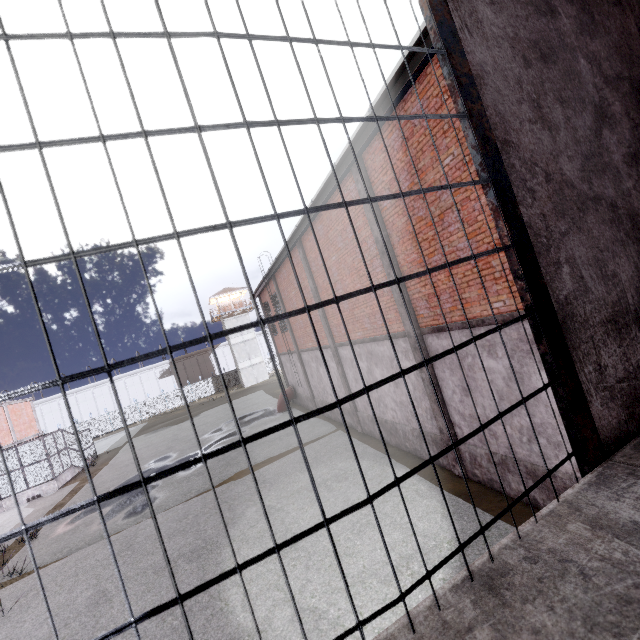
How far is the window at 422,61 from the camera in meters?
5.5

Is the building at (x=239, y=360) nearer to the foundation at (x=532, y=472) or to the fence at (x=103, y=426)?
the fence at (x=103, y=426)

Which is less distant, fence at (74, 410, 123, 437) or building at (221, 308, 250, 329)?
fence at (74, 410, 123, 437)

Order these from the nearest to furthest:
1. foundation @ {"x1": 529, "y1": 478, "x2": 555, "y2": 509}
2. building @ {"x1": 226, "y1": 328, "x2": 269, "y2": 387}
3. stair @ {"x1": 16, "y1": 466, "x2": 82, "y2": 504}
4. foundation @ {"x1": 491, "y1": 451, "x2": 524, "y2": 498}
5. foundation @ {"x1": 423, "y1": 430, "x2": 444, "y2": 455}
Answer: foundation @ {"x1": 529, "y1": 478, "x2": 555, "y2": 509} → foundation @ {"x1": 491, "y1": 451, "x2": 524, "y2": 498} → foundation @ {"x1": 423, "y1": 430, "x2": 444, "y2": 455} → stair @ {"x1": 16, "y1": 466, "x2": 82, "y2": 504} → building @ {"x1": 226, "y1": 328, "x2": 269, "y2": 387}

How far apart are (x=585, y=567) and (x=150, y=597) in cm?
1044

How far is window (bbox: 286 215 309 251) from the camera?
12.0m

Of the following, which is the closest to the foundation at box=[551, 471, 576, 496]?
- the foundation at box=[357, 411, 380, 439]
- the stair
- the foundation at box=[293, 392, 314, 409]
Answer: the foundation at box=[357, 411, 380, 439]

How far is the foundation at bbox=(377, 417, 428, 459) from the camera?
10.0 meters
